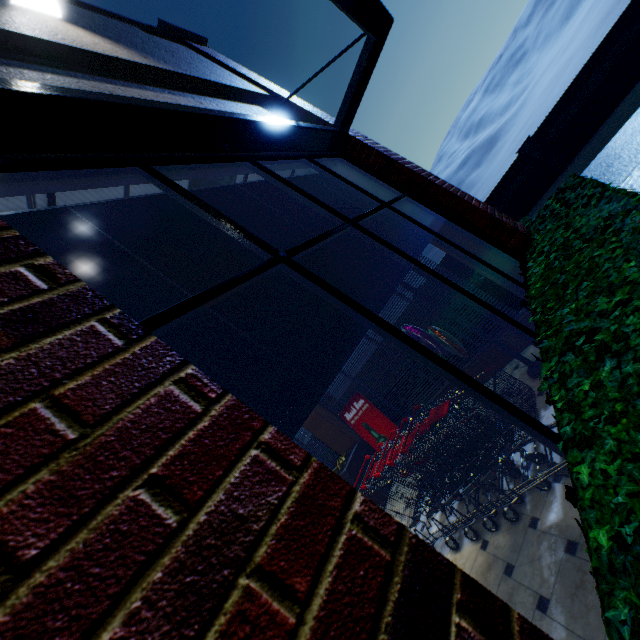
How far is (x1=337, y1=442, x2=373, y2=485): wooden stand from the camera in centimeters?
627cm

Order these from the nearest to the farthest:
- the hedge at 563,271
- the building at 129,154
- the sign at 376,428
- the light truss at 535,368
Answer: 1. the building at 129,154
2. the hedge at 563,271
3. the light truss at 535,368
4. the sign at 376,428

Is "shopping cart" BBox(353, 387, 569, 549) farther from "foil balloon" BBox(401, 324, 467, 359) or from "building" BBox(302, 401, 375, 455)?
"foil balloon" BBox(401, 324, 467, 359)

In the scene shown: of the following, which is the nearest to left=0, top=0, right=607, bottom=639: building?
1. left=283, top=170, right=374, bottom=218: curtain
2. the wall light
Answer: left=283, top=170, right=374, bottom=218: curtain

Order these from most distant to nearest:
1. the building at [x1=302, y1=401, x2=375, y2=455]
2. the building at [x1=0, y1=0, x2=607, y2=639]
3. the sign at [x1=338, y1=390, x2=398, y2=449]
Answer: the building at [x1=302, y1=401, x2=375, y2=455] → the sign at [x1=338, y1=390, x2=398, y2=449] → the building at [x1=0, y1=0, x2=607, y2=639]

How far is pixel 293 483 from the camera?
0.61m

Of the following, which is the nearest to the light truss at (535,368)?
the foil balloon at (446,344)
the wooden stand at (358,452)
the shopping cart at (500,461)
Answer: the foil balloon at (446,344)

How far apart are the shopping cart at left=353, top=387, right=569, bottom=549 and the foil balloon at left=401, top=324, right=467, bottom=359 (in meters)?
0.84
